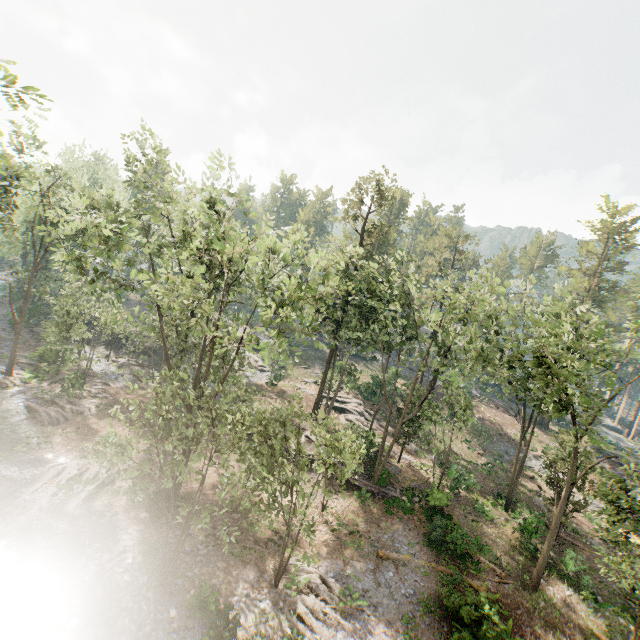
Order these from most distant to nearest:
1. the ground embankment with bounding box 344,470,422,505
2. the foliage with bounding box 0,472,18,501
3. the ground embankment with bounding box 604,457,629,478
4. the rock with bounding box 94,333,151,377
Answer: the ground embankment with bounding box 604,457,629,478
the rock with bounding box 94,333,151,377
the ground embankment with bounding box 344,470,422,505
the foliage with bounding box 0,472,18,501

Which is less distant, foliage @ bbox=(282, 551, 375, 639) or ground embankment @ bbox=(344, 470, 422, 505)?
foliage @ bbox=(282, 551, 375, 639)

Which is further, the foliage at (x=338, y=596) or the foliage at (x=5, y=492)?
the foliage at (x=5, y=492)

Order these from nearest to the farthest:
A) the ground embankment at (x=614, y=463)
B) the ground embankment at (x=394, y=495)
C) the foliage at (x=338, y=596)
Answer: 1. the foliage at (x=338, y=596)
2. the ground embankment at (x=394, y=495)
3. the ground embankment at (x=614, y=463)

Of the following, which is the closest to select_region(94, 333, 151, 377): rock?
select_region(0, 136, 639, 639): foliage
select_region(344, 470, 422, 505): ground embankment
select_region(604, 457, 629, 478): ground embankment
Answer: select_region(0, 136, 639, 639): foliage

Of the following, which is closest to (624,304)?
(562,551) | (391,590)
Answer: (562,551)

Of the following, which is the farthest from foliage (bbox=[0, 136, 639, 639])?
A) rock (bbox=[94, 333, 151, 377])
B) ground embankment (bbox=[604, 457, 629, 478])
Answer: ground embankment (bbox=[604, 457, 629, 478])
